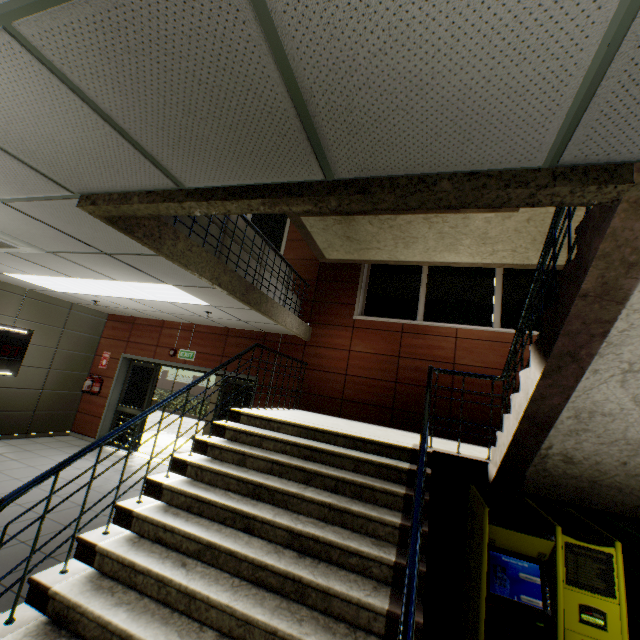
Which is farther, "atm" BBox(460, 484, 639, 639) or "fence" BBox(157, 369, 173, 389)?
"fence" BBox(157, 369, 173, 389)

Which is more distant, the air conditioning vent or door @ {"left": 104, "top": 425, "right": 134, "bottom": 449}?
door @ {"left": 104, "top": 425, "right": 134, "bottom": 449}

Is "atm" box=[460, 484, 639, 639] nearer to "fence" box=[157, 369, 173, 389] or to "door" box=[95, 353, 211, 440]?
"door" box=[95, 353, 211, 440]

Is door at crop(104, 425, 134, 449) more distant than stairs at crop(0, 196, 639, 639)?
Yes

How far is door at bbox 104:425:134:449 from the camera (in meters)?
7.99

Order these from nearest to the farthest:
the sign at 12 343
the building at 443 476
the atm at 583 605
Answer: the atm at 583 605
the building at 443 476
the sign at 12 343

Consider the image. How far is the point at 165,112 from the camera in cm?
147

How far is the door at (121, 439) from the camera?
8.0 meters
